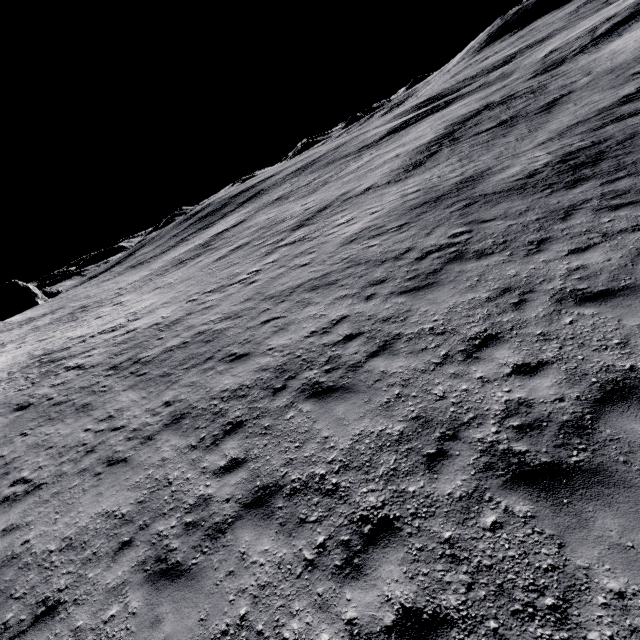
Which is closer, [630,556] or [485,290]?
[630,556]
